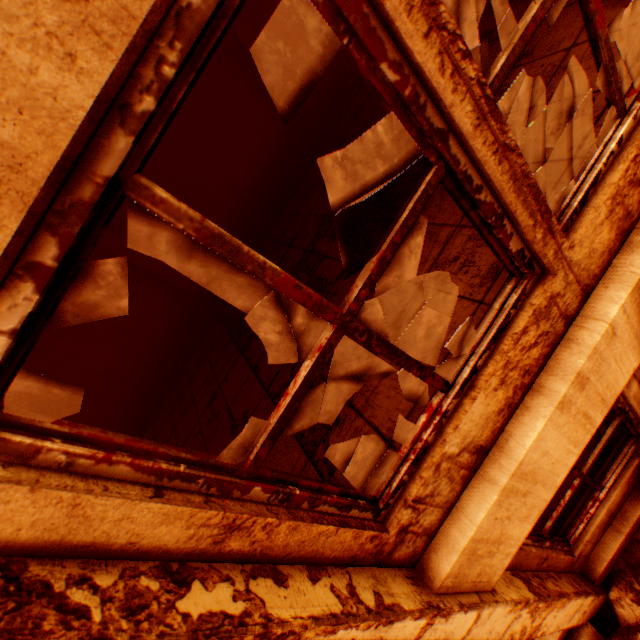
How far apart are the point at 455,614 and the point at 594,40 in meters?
2.5 m

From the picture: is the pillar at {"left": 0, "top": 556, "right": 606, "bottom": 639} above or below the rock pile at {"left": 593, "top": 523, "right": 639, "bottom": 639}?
above

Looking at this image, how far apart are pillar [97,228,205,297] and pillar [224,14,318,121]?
4.6m

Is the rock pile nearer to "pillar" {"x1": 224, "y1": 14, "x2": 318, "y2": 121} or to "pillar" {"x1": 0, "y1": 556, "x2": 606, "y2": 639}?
"pillar" {"x1": 0, "y1": 556, "x2": 606, "y2": 639}

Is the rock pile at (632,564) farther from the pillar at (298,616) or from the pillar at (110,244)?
the pillar at (110,244)

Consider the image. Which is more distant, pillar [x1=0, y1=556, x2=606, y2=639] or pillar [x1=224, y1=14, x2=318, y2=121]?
pillar [x1=224, y1=14, x2=318, y2=121]

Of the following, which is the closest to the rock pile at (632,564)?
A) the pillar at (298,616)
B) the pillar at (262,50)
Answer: the pillar at (298,616)

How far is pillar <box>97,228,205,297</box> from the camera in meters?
6.5
